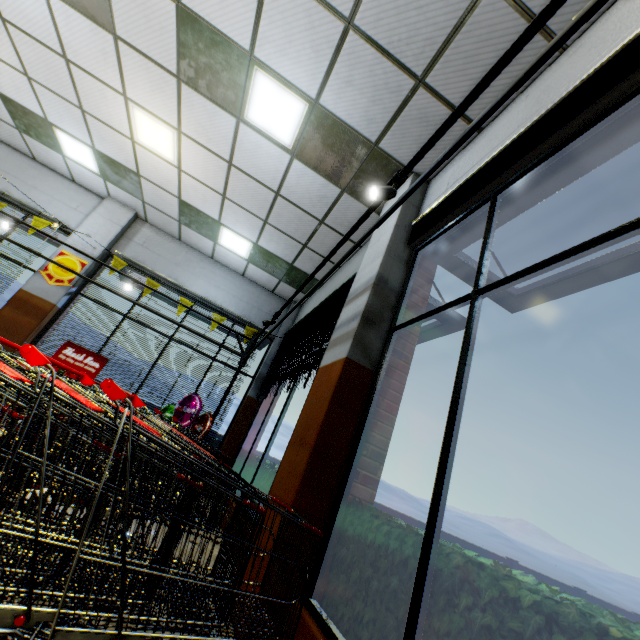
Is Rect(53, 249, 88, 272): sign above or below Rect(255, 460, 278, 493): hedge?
above

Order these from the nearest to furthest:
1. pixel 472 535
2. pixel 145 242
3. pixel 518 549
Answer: pixel 145 242
pixel 472 535
pixel 518 549

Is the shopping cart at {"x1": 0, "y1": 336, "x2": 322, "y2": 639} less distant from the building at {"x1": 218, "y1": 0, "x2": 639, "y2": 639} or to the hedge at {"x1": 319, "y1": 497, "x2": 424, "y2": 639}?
the building at {"x1": 218, "y1": 0, "x2": 639, "y2": 639}

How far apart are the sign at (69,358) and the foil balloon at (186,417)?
1.4 meters

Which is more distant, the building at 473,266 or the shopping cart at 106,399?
the building at 473,266

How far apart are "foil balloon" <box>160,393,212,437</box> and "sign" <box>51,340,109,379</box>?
1.4 meters

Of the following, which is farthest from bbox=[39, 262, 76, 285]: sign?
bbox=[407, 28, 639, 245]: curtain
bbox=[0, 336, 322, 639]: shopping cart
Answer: bbox=[407, 28, 639, 245]: curtain

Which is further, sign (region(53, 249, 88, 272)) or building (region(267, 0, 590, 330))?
A: sign (region(53, 249, 88, 272))
